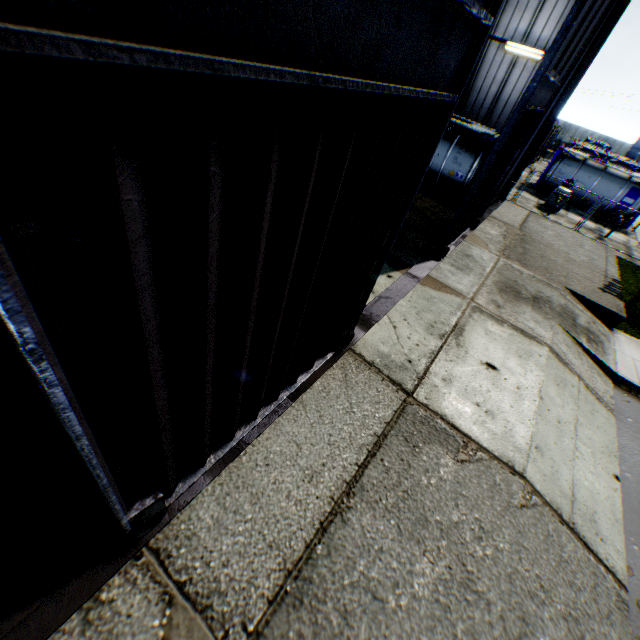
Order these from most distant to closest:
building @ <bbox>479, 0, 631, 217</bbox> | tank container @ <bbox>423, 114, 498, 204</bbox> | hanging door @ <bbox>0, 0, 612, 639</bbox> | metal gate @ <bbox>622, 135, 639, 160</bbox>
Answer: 1. metal gate @ <bbox>622, 135, 639, 160</bbox>
2. tank container @ <bbox>423, 114, 498, 204</bbox>
3. building @ <bbox>479, 0, 631, 217</bbox>
4. hanging door @ <bbox>0, 0, 612, 639</bbox>

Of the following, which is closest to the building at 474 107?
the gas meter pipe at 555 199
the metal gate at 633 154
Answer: the gas meter pipe at 555 199

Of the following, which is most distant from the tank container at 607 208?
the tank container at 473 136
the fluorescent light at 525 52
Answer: the fluorescent light at 525 52

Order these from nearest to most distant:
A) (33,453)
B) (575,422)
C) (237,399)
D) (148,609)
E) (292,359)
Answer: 1. (33,453)
2. (148,609)
3. (237,399)
4. (292,359)
5. (575,422)

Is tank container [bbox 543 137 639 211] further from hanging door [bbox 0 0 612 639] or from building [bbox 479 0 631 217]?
hanging door [bbox 0 0 612 639]

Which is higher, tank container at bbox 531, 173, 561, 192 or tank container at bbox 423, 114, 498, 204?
tank container at bbox 423, 114, 498, 204

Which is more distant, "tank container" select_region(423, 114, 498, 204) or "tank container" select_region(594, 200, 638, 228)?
A: "tank container" select_region(594, 200, 638, 228)

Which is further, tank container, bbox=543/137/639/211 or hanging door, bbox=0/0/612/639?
tank container, bbox=543/137/639/211
